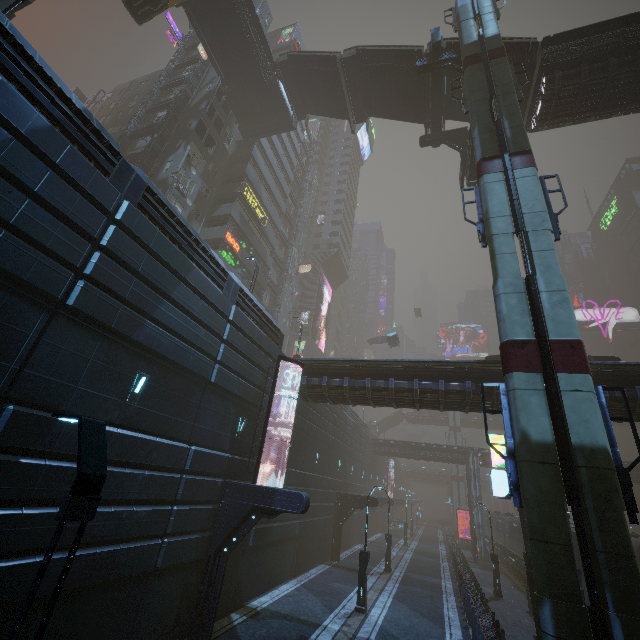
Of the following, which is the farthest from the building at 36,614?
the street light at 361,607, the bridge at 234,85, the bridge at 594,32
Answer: the street light at 361,607

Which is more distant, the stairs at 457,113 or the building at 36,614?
the stairs at 457,113

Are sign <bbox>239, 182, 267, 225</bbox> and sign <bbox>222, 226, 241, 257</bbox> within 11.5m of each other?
yes

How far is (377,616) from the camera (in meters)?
15.59

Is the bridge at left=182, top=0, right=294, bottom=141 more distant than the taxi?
Yes

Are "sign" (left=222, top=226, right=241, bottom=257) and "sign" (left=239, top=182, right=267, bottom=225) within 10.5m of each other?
yes

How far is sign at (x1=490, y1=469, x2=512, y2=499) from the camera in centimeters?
1657cm

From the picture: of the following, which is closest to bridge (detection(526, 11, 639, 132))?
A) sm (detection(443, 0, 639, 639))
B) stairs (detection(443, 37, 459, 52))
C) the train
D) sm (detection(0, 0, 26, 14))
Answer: stairs (detection(443, 37, 459, 52))
